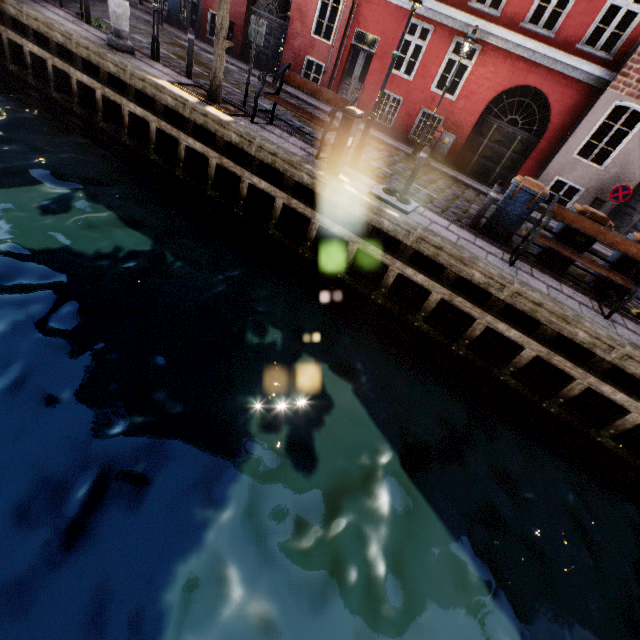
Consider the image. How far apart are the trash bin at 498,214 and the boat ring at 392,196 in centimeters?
178cm

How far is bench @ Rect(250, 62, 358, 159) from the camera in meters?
7.4

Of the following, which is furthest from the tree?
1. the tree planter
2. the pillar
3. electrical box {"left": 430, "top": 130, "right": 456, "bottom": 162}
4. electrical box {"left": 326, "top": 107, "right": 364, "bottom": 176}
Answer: electrical box {"left": 430, "top": 130, "right": 456, "bottom": 162}

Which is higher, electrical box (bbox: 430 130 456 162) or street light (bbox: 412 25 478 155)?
street light (bbox: 412 25 478 155)

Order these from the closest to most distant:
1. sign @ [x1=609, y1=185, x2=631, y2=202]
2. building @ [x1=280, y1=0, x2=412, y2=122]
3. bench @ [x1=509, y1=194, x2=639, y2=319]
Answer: bench @ [x1=509, y1=194, x2=639, y2=319] < sign @ [x1=609, y1=185, x2=631, y2=202] < building @ [x1=280, y1=0, x2=412, y2=122]

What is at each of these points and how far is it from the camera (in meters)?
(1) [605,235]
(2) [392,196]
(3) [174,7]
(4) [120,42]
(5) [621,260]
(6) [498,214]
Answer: (1) bench, 6.41
(2) boat ring, 7.20
(3) building, 16.80
(4) pillar, 8.76
(5) trash bin, 6.93
(6) trash bin, 7.64

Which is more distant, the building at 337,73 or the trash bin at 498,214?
the building at 337,73

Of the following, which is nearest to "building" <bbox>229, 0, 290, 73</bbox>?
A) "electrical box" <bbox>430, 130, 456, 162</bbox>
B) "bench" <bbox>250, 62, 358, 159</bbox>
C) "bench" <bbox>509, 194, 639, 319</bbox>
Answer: "electrical box" <bbox>430, 130, 456, 162</bbox>
